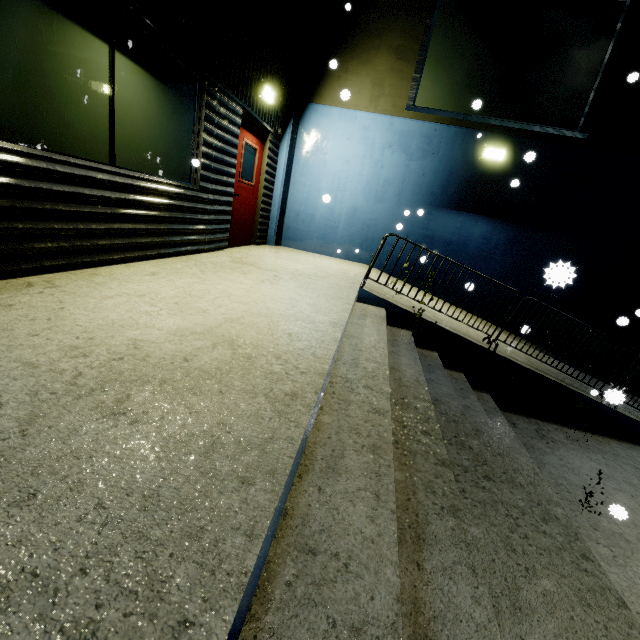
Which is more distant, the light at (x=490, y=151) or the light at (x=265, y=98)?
the light at (x=490, y=151)

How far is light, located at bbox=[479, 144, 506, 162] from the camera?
7.0m

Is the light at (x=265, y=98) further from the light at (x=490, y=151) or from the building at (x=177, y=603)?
the light at (x=490, y=151)

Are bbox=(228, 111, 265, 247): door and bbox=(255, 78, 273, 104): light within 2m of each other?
yes

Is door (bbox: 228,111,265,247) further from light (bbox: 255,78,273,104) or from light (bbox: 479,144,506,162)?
light (bbox: 479,144,506,162)

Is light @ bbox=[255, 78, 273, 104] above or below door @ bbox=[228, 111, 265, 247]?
above

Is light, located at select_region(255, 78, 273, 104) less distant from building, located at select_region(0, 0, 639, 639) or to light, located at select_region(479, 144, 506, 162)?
building, located at select_region(0, 0, 639, 639)

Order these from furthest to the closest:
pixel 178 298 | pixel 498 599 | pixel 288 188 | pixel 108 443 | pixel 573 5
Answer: pixel 288 188
pixel 573 5
pixel 178 298
pixel 498 599
pixel 108 443
